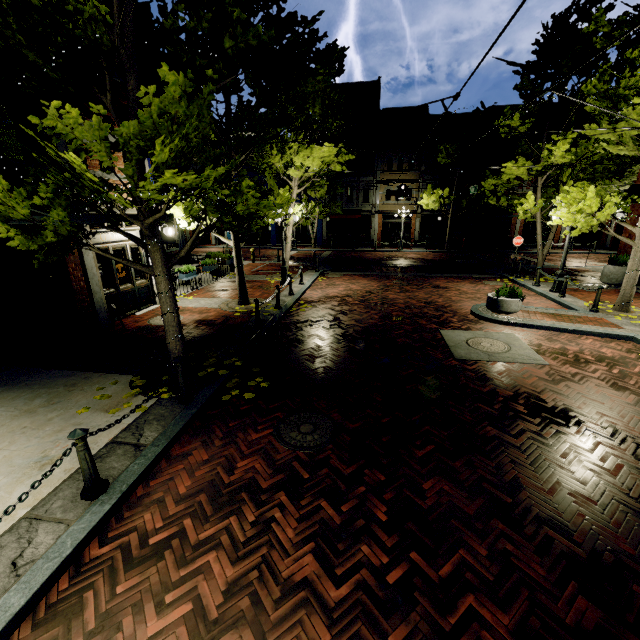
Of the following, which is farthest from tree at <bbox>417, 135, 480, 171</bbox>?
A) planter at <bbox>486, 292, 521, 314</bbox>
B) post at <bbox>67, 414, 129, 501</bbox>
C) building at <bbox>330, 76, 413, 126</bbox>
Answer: planter at <bbox>486, 292, 521, 314</bbox>

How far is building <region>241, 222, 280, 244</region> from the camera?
34.03m

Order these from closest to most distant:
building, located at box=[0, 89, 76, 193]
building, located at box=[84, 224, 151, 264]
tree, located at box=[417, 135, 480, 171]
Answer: building, located at box=[0, 89, 76, 193]
building, located at box=[84, 224, 151, 264]
tree, located at box=[417, 135, 480, 171]

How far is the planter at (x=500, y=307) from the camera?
10.2m

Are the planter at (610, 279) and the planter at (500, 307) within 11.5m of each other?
yes

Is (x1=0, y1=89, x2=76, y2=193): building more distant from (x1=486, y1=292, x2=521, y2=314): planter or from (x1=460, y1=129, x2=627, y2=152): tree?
(x1=486, y1=292, x2=521, y2=314): planter

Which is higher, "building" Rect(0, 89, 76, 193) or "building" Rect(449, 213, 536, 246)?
"building" Rect(0, 89, 76, 193)

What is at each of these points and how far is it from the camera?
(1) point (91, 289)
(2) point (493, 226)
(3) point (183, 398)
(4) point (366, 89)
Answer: (1) building, 8.80m
(2) building, 31.05m
(3) post, 5.65m
(4) building, 29.12m
